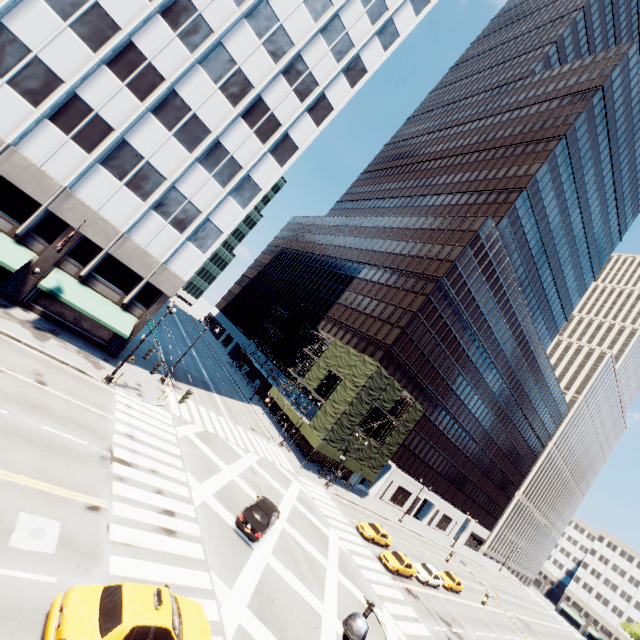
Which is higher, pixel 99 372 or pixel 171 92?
pixel 171 92

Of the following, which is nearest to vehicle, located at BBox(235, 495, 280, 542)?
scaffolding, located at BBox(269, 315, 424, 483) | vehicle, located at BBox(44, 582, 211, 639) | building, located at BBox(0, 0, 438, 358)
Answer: vehicle, located at BBox(44, 582, 211, 639)

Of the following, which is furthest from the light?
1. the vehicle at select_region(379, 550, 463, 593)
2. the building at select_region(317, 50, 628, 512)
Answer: the building at select_region(317, 50, 628, 512)

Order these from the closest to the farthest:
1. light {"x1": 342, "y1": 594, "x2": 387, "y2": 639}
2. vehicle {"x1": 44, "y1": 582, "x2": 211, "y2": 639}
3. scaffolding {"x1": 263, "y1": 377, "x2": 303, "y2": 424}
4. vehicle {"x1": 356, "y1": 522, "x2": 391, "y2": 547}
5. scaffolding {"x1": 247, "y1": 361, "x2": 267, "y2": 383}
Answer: light {"x1": 342, "y1": 594, "x2": 387, "y2": 639} < vehicle {"x1": 44, "y1": 582, "x2": 211, "y2": 639} < vehicle {"x1": 356, "y1": 522, "x2": 391, "y2": 547} < scaffolding {"x1": 263, "y1": 377, "x2": 303, "y2": 424} < scaffolding {"x1": 247, "y1": 361, "x2": 267, "y2": 383}

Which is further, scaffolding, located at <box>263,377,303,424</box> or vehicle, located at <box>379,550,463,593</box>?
scaffolding, located at <box>263,377,303,424</box>

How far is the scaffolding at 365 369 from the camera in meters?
39.8 m

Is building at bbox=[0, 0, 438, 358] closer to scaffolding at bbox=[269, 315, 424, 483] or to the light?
scaffolding at bbox=[269, 315, 424, 483]

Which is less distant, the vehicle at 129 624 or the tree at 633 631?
the vehicle at 129 624
